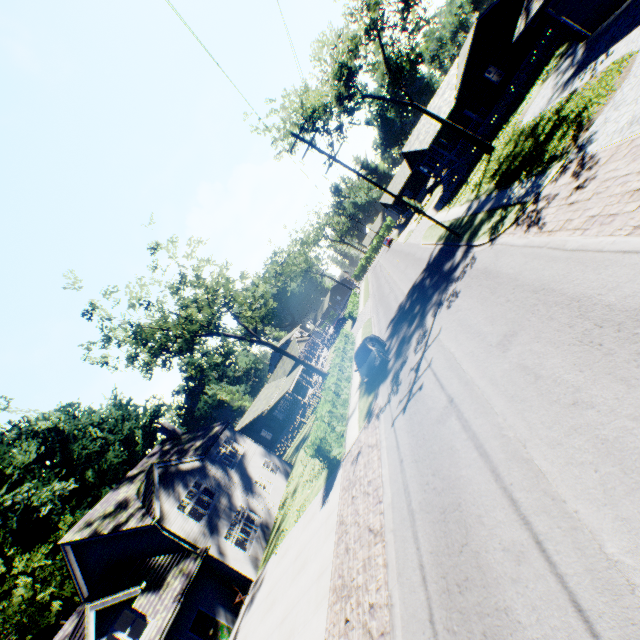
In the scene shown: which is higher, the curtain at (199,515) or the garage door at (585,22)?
the curtain at (199,515)

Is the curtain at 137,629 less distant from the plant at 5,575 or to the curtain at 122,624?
the curtain at 122,624

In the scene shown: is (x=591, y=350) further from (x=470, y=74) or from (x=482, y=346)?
(x=470, y=74)

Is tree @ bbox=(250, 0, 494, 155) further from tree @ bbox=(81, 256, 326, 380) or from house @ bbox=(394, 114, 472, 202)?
tree @ bbox=(81, 256, 326, 380)

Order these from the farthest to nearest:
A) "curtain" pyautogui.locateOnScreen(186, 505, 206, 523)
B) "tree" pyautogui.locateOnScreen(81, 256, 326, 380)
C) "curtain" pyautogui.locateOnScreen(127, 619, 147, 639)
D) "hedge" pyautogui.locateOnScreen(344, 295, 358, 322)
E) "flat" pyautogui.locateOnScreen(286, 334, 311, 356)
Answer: "flat" pyautogui.locateOnScreen(286, 334, 311, 356), "hedge" pyautogui.locateOnScreen(344, 295, 358, 322), "tree" pyautogui.locateOnScreen(81, 256, 326, 380), "curtain" pyautogui.locateOnScreen(186, 505, 206, 523), "curtain" pyautogui.locateOnScreen(127, 619, 147, 639)

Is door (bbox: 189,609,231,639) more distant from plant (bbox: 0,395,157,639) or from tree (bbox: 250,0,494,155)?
tree (bbox: 250,0,494,155)

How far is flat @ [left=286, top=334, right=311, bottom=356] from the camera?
50.85m

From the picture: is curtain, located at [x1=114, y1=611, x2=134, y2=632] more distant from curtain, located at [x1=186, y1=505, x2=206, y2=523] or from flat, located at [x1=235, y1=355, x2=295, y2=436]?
flat, located at [x1=235, y1=355, x2=295, y2=436]
